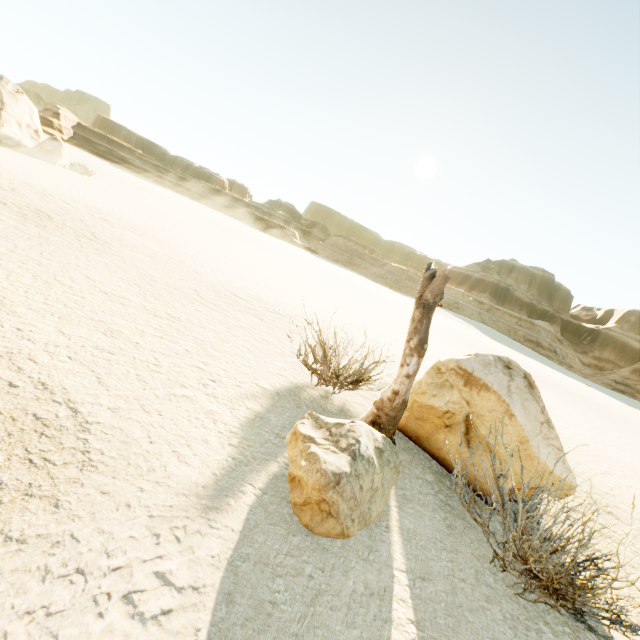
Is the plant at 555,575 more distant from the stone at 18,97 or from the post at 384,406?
the stone at 18,97

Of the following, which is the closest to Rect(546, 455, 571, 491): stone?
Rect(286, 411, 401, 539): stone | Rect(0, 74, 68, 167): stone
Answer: Rect(286, 411, 401, 539): stone

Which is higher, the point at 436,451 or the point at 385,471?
the point at 385,471

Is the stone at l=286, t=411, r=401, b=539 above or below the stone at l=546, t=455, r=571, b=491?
below

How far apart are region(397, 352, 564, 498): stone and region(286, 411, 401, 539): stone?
1.09m

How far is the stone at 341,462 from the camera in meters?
2.3 m

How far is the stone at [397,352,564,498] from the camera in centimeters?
384cm

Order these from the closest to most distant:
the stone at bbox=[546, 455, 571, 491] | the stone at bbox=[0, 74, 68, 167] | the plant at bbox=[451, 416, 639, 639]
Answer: the plant at bbox=[451, 416, 639, 639] → the stone at bbox=[546, 455, 571, 491] → the stone at bbox=[0, 74, 68, 167]
